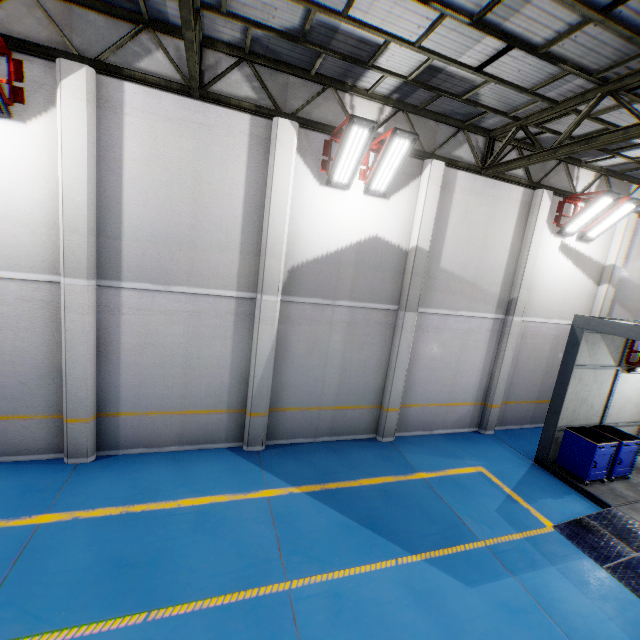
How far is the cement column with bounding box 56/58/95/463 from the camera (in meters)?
5.83

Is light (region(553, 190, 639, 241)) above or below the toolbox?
above

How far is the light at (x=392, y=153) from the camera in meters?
6.7

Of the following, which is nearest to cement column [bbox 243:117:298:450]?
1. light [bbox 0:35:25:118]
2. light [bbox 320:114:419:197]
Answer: light [bbox 320:114:419:197]

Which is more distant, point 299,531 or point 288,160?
point 288,160

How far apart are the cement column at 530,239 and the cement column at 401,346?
3.4 meters

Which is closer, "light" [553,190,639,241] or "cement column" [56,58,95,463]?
"cement column" [56,58,95,463]

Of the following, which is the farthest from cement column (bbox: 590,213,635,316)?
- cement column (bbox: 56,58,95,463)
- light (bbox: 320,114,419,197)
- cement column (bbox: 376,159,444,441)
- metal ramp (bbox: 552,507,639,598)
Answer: cement column (bbox: 56,58,95,463)
